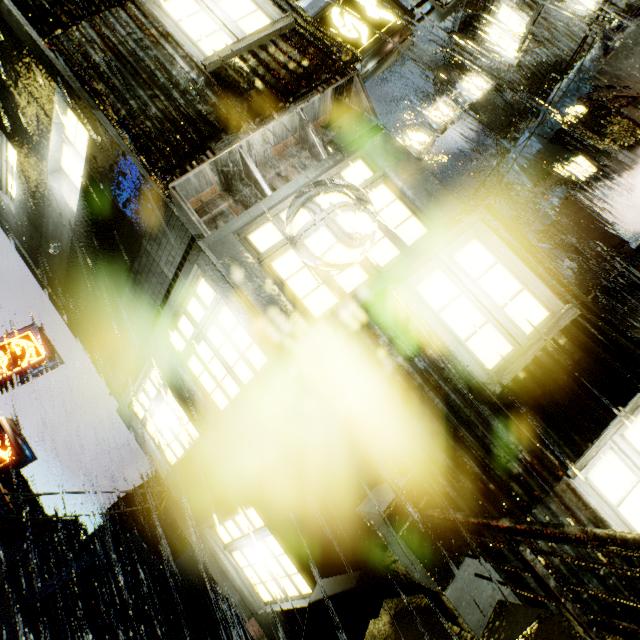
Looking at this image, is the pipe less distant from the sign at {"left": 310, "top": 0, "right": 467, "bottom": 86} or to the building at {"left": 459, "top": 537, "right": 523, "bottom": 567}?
the building at {"left": 459, "top": 537, "right": 523, "bottom": 567}

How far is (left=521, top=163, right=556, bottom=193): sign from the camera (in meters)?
15.44

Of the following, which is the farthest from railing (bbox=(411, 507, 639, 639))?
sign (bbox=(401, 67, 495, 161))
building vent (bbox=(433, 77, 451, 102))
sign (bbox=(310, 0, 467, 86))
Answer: building vent (bbox=(433, 77, 451, 102))

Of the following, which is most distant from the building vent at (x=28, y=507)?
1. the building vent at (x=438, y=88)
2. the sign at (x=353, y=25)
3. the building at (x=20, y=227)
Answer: the building vent at (x=438, y=88)

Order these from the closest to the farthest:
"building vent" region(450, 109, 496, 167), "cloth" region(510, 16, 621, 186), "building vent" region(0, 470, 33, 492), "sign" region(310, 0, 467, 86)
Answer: "sign" region(310, 0, 467, 86) < "cloth" region(510, 16, 621, 186) < "building vent" region(450, 109, 496, 167) < "building vent" region(0, 470, 33, 492)

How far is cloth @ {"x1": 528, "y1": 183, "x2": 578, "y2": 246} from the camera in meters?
15.7 m

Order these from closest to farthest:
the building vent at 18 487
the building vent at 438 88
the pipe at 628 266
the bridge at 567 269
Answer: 1. the pipe at 628 266
2. the bridge at 567 269
3. the building vent at 438 88
4. the building vent at 18 487

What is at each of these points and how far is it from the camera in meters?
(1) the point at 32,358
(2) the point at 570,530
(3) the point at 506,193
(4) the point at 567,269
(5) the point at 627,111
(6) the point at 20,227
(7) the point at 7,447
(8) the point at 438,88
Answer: (1) sign, 11.5
(2) railing, 2.0
(3) building vent, 23.9
(4) bridge, 21.9
(5) building, 12.3
(6) building, 8.3
(7) sign, 10.2
(8) building vent, 22.9
